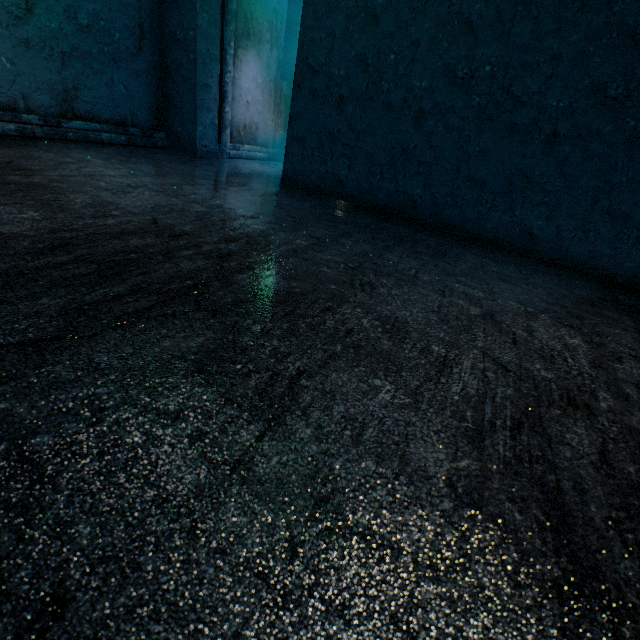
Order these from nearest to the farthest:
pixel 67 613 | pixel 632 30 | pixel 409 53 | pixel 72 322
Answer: pixel 67 613 < pixel 72 322 < pixel 632 30 < pixel 409 53
